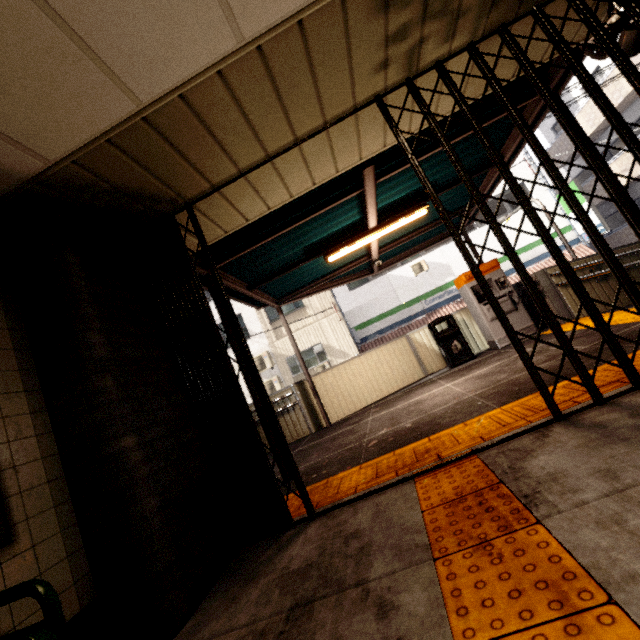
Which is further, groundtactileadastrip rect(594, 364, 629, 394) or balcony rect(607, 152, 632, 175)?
balcony rect(607, 152, 632, 175)

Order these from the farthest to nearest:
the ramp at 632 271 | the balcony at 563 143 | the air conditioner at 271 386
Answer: the balcony at 563 143 < the air conditioner at 271 386 < the ramp at 632 271

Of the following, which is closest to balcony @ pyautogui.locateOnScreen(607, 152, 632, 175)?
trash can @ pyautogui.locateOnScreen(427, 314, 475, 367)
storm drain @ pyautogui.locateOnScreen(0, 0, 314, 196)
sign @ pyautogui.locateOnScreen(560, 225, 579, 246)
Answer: sign @ pyautogui.locateOnScreen(560, 225, 579, 246)

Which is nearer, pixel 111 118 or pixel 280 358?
pixel 111 118

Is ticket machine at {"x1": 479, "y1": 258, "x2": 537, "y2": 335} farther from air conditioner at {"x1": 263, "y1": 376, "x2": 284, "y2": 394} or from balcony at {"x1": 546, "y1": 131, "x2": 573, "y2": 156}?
balcony at {"x1": 546, "y1": 131, "x2": 573, "y2": 156}

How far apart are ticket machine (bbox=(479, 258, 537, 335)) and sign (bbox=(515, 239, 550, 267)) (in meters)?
8.35

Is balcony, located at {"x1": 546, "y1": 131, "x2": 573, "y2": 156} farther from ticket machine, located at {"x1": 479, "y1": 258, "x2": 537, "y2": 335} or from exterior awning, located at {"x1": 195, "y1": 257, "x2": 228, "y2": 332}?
ticket machine, located at {"x1": 479, "y1": 258, "x2": 537, "y2": 335}

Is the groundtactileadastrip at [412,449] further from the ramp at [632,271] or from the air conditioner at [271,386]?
the air conditioner at [271,386]
